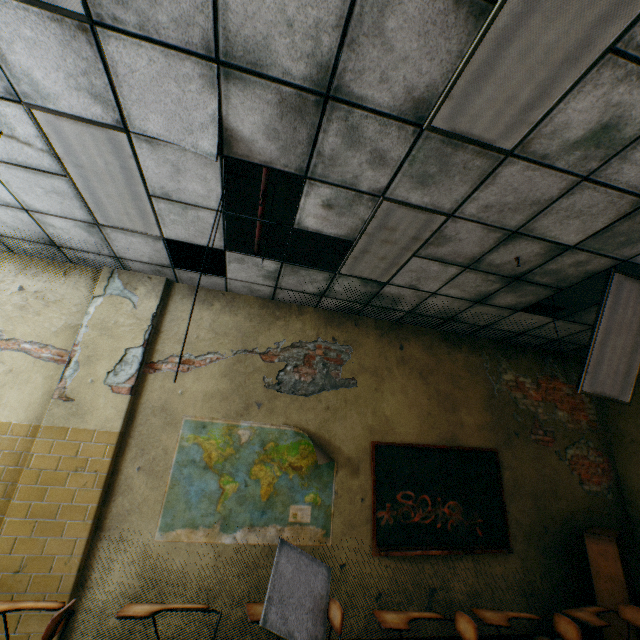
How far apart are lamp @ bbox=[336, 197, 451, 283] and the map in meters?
2.0 m

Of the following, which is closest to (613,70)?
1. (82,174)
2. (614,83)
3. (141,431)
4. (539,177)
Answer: (614,83)

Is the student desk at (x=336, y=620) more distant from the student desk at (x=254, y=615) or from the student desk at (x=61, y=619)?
the student desk at (x=61, y=619)

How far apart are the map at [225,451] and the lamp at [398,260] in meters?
2.0 m

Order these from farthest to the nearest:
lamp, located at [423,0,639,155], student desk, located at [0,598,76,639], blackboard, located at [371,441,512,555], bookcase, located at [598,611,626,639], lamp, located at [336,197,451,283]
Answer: blackboard, located at [371,441,512,555] < bookcase, located at [598,611,626,639] < lamp, located at [336,197,451,283] < student desk, located at [0,598,76,639] < lamp, located at [423,0,639,155]

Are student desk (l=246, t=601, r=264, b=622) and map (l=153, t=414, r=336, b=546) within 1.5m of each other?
yes

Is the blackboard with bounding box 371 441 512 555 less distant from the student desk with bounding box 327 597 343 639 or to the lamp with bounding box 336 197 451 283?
the student desk with bounding box 327 597 343 639

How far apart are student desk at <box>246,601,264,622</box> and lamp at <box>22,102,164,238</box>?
3.6m
